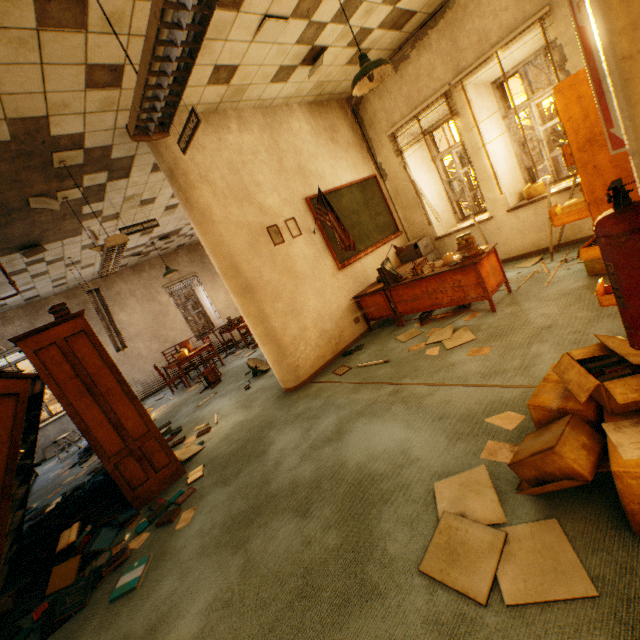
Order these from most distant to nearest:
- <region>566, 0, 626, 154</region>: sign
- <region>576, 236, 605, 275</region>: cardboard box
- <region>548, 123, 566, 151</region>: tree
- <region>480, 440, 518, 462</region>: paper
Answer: <region>548, 123, 566, 151</region>: tree
<region>576, 236, 605, 275</region>: cardboard box
<region>480, 440, 518, 462</region>: paper
<region>566, 0, 626, 154</region>: sign

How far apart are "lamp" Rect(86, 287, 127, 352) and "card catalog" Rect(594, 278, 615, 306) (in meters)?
8.24

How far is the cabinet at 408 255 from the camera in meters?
6.0 m

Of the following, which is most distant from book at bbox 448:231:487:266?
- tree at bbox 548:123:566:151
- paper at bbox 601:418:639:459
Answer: tree at bbox 548:123:566:151

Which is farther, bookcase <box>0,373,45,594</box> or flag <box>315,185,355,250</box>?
flag <box>315,185,355,250</box>

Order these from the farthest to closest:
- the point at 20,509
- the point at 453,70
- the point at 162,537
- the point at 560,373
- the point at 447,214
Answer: the point at 447,214
the point at 453,70
the point at 20,509
the point at 162,537
the point at 560,373

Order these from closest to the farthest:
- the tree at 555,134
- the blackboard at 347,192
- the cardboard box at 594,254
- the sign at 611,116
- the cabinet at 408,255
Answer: the sign at 611,116 → the cardboard box at 594,254 → the blackboard at 347,192 → the cabinet at 408,255 → the tree at 555,134

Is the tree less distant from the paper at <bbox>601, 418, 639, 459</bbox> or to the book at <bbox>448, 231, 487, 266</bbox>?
the book at <bbox>448, 231, 487, 266</bbox>
